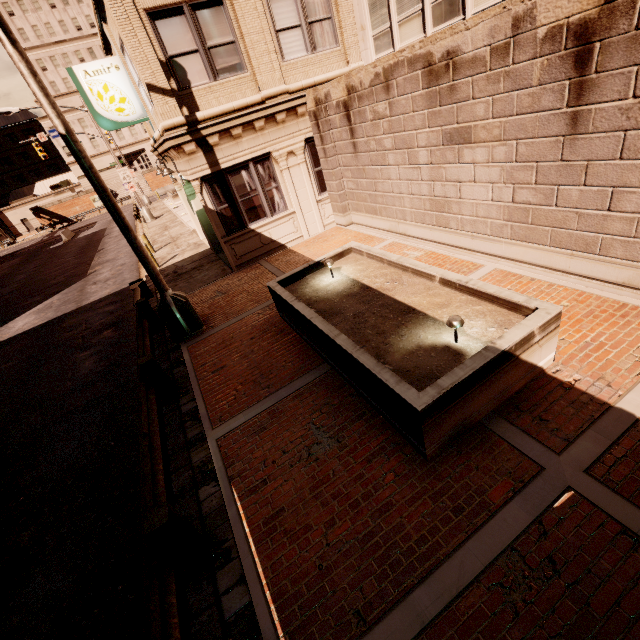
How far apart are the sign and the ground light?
12.70m

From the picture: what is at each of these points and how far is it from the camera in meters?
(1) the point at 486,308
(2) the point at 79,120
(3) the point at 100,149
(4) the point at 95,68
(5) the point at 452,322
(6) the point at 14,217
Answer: (1) planter, 4.9
(2) building, 56.3
(3) building, 59.0
(4) sign, 10.2
(5) ground light, 4.3
(6) building, 57.0

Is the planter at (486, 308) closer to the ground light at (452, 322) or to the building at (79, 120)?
the ground light at (452, 322)

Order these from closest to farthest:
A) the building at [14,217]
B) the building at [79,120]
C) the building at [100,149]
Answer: the building at [79,120], the building at [14,217], the building at [100,149]

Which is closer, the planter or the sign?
the planter

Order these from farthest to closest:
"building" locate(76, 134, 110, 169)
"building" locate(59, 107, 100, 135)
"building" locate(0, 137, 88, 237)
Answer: "building" locate(76, 134, 110, 169) → "building" locate(0, 137, 88, 237) → "building" locate(59, 107, 100, 135)

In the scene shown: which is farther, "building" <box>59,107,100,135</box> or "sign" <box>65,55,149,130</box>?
"building" <box>59,107,100,135</box>

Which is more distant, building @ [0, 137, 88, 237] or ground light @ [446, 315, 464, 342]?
building @ [0, 137, 88, 237]
